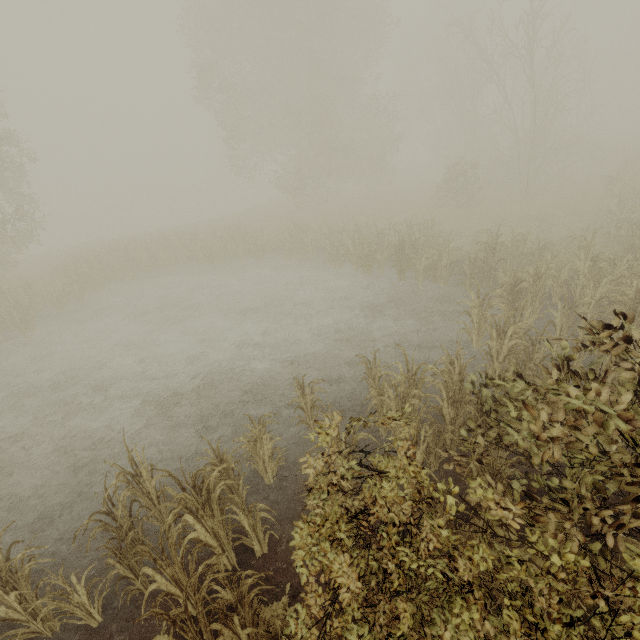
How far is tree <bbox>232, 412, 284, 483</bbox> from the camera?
5.43m

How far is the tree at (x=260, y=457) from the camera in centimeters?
543cm

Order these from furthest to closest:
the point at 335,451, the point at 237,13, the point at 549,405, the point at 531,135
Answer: the point at 531,135 < the point at 237,13 < the point at 549,405 < the point at 335,451
